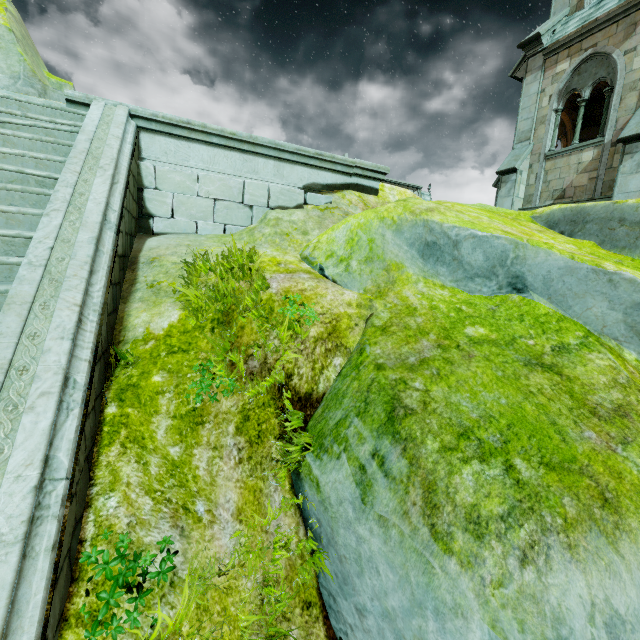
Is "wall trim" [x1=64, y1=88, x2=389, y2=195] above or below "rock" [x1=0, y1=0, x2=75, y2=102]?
below

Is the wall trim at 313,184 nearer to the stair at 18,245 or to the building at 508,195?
the stair at 18,245

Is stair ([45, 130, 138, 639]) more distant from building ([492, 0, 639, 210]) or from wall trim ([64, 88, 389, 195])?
building ([492, 0, 639, 210])

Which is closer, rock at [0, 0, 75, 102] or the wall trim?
the wall trim

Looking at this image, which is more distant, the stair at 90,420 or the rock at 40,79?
the rock at 40,79

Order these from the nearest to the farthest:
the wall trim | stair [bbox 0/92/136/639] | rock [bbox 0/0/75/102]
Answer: stair [bbox 0/92/136/639]
the wall trim
rock [bbox 0/0/75/102]

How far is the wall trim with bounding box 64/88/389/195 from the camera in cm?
557

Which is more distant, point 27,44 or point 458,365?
point 27,44
